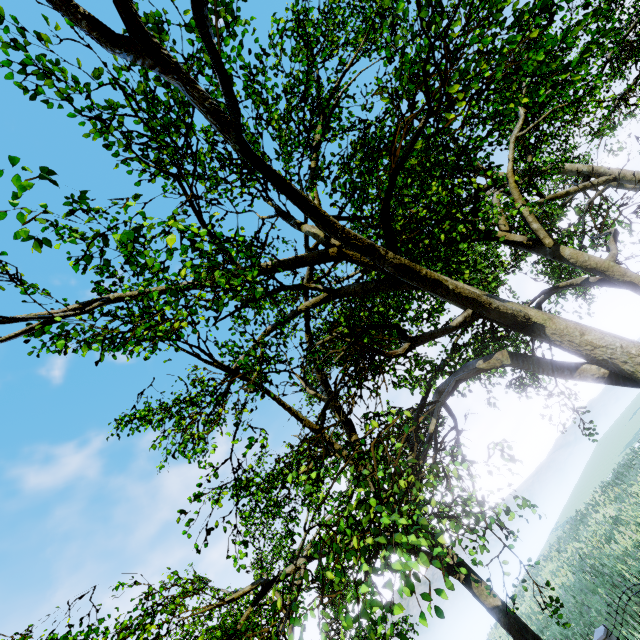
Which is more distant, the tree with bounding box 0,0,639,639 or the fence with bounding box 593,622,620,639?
the fence with bounding box 593,622,620,639

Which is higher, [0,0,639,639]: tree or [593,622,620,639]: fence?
[0,0,639,639]: tree

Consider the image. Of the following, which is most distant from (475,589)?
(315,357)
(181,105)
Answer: (181,105)

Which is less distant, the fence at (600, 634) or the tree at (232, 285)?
the tree at (232, 285)

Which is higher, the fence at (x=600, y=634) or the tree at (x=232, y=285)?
the tree at (x=232, y=285)
